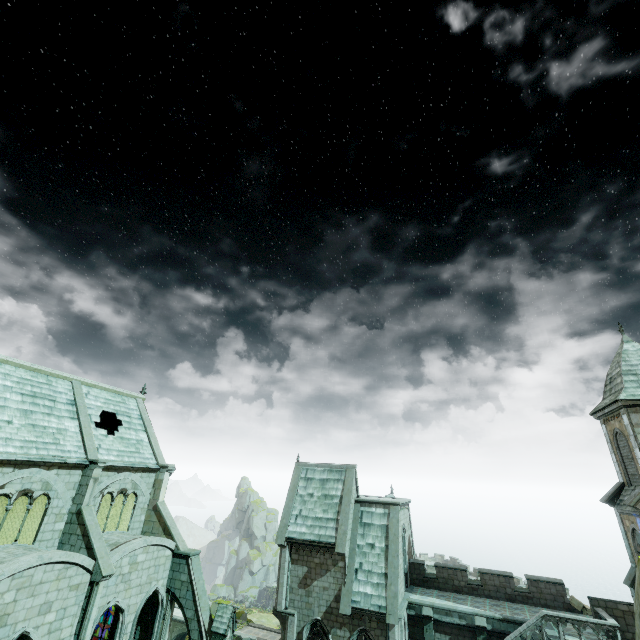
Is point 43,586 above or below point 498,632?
above

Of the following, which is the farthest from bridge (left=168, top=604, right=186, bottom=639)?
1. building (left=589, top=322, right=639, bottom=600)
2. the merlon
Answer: the merlon

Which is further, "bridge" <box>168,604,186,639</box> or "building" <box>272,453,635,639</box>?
"bridge" <box>168,604,186,639</box>

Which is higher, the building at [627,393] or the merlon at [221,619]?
the building at [627,393]

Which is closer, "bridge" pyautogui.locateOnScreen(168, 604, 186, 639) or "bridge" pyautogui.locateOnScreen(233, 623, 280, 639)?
"bridge" pyautogui.locateOnScreen(233, 623, 280, 639)

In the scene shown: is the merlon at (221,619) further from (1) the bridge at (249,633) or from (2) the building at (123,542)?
(1) the bridge at (249,633)

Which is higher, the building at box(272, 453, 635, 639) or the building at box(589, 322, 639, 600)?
the building at box(589, 322, 639, 600)
